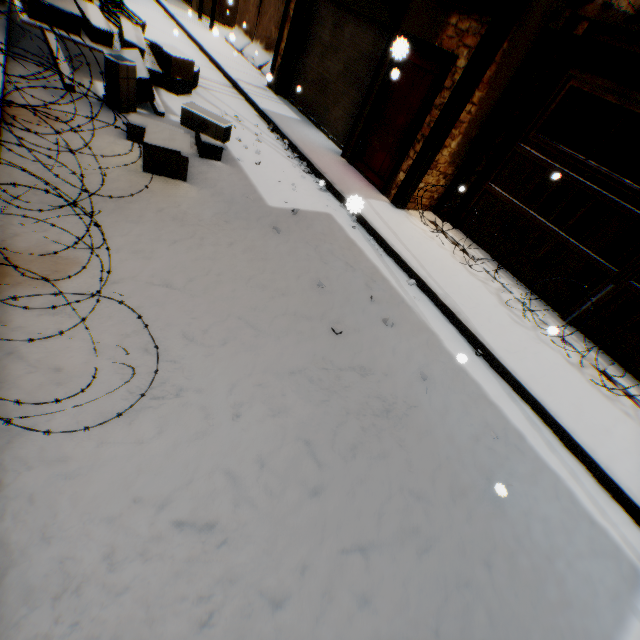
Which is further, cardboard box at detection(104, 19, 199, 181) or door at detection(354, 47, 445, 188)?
door at detection(354, 47, 445, 188)

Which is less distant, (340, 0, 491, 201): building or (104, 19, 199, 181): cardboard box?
(104, 19, 199, 181): cardboard box

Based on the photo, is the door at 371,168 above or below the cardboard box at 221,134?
above

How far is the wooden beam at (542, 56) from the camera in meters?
5.1 m

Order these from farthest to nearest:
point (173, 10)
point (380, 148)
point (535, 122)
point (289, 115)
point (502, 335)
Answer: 1. point (173, 10)
2. point (289, 115)
3. point (380, 148)
4. point (535, 122)
5. point (502, 335)

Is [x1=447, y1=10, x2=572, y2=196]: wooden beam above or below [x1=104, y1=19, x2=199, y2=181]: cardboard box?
above

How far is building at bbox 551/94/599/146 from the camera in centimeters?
650cm

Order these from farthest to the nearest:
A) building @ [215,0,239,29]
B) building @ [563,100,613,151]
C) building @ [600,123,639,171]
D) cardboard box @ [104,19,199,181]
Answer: building @ [215,0,239,29] < building @ [600,123,639,171] < building @ [563,100,613,151] < cardboard box @ [104,19,199,181]
